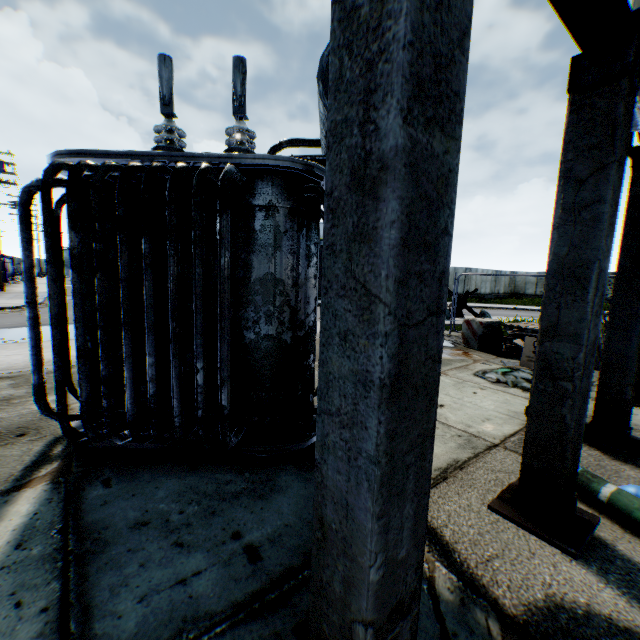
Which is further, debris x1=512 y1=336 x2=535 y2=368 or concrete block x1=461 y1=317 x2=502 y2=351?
concrete block x1=461 y1=317 x2=502 y2=351

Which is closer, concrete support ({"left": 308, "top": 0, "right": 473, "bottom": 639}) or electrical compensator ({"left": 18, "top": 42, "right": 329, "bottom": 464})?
concrete support ({"left": 308, "top": 0, "right": 473, "bottom": 639})

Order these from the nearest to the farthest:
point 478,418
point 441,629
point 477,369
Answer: point 441,629 < point 478,418 < point 477,369

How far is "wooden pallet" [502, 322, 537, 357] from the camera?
8.0m

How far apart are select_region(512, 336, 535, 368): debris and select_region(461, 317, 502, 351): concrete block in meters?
1.4

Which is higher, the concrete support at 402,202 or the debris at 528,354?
the concrete support at 402,202

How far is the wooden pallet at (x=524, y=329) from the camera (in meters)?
8.05

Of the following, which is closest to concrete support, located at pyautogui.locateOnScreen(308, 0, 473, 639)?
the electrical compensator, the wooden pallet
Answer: the electrical compensator
